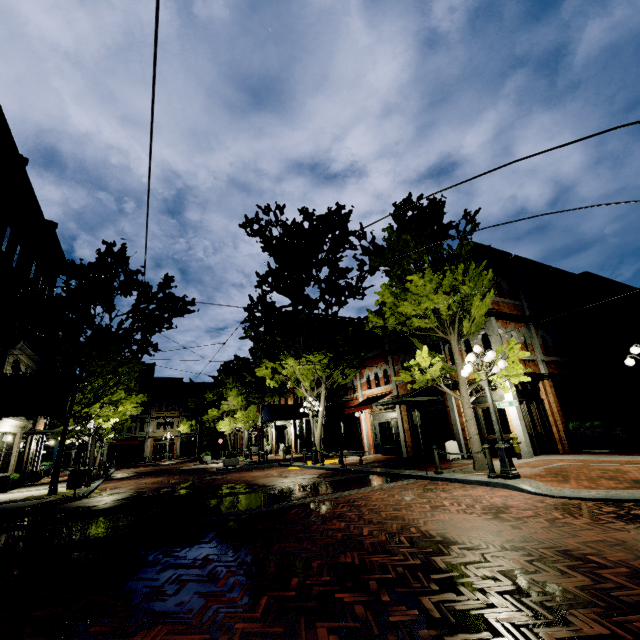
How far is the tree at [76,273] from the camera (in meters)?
15.32

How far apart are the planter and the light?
7.2 meters

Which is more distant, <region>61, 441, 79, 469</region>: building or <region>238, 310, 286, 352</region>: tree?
<region>61, 441, 79, 469</region>: building

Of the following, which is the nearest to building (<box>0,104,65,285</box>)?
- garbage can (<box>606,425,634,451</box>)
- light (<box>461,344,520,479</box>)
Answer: garbage can (<box>606,425,634,451</box>)

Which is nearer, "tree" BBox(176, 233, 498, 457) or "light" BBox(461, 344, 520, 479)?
"light" BBox(461, 344, 520, 479)

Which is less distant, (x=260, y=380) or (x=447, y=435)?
(x=447, y=435)

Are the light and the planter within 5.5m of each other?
no
